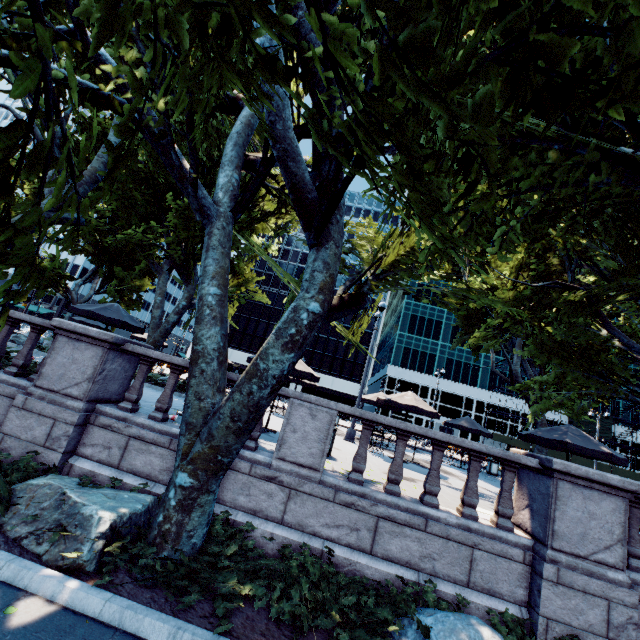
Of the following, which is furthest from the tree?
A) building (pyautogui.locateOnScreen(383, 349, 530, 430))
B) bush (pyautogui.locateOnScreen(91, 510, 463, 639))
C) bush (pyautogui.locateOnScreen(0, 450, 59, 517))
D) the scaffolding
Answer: building (pyautogui.locateOnScreen(383, 349, 530, 430))

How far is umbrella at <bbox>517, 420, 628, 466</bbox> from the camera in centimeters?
941cm

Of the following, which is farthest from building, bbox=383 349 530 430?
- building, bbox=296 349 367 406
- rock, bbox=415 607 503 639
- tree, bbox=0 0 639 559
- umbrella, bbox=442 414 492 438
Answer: rock, bbox=415 607 503 639

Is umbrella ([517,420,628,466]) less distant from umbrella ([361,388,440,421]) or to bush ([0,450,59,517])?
umbrella ([361,388,440,421])

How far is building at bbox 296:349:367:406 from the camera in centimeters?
5800cm

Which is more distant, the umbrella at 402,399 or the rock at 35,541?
the umbrella at 402,399

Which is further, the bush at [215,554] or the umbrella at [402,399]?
the umbrella at [402,399]

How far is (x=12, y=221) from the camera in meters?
9.8
